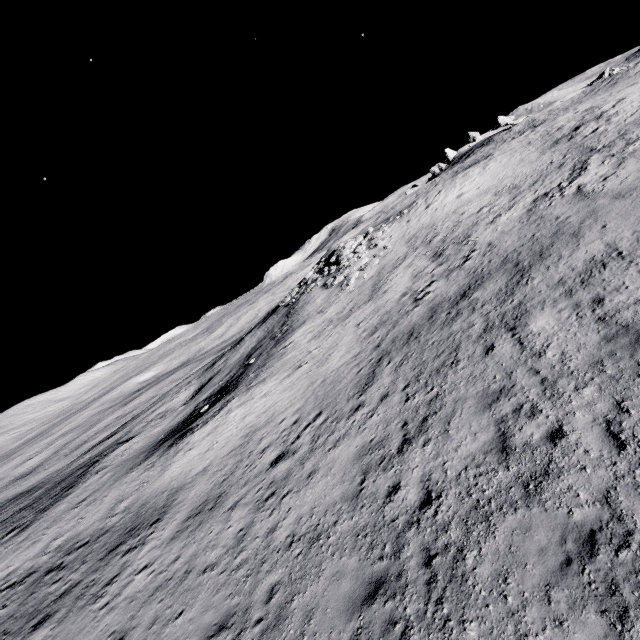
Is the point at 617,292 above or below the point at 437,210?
below

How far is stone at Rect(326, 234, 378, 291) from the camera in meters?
27.6 m

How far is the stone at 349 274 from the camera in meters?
27.6 m
